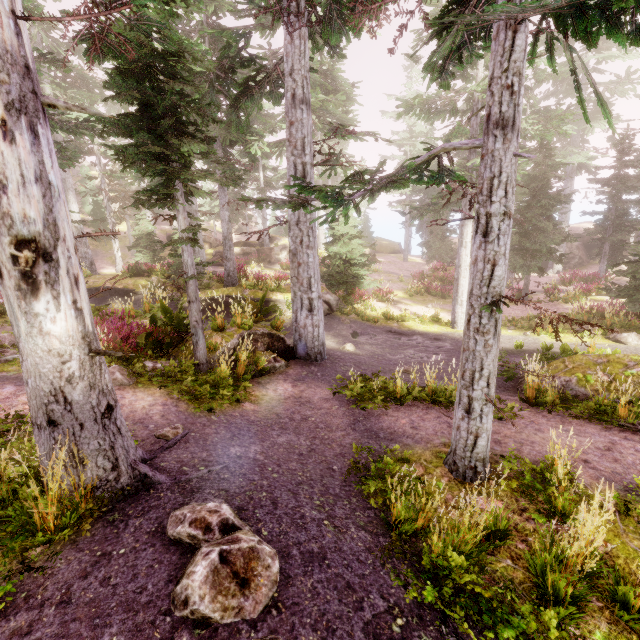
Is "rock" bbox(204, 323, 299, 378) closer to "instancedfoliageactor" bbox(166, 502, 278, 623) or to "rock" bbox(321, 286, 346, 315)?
"instancedfoliageactor" bbox(166, 502, 278, 623)

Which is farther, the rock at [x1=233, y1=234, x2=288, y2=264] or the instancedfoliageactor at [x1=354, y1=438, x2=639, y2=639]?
the rock at [x1=233, y1=234, x2=288, y2=264]

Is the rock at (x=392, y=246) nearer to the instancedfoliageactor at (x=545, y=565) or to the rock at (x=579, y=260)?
the instancedfoliageactor at (x=545, y=565)

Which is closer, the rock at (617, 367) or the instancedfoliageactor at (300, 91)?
the instancedfoliageactor at (300, 91)

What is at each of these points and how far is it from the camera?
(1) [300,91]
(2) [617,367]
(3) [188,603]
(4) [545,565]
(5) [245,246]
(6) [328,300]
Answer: (1) instancedfoliageactor, 9.0m
(2) rock, 8.3m
(3) instancedfoliageactor, 2.6m
(4) instancedfoliageactor, 3.6m
(5) rock, 34.2m
(6) rock, 18.5m

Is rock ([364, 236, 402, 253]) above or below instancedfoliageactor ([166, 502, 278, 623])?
above

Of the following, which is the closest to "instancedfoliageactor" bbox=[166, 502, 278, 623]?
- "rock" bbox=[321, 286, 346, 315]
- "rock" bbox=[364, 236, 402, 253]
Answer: "rock" bbox=[321, 286, 346, 315]

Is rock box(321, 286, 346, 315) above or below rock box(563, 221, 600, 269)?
below
